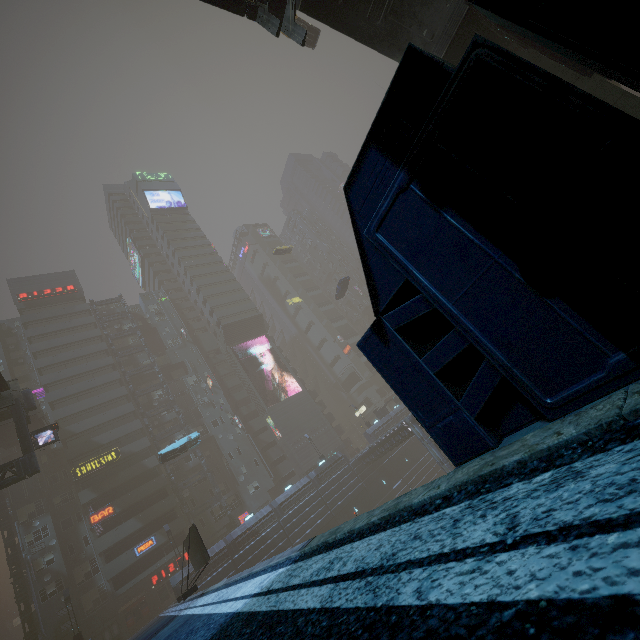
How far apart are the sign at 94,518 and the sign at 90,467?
4.3 meters

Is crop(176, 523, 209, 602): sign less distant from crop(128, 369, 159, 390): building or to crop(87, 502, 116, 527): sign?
crop(128, 369, 159, 390): building

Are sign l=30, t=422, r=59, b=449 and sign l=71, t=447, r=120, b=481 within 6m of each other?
no

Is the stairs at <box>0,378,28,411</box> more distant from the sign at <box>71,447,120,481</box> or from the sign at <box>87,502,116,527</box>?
the sign at <box>87,502,116,527</box>

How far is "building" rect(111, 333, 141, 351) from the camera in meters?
56.0

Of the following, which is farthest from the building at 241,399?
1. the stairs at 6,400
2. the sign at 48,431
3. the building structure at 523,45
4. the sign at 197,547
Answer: the sign at 48,431

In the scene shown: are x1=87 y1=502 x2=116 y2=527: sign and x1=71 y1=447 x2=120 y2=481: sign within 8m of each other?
yes

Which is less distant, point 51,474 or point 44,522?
point 44,522
